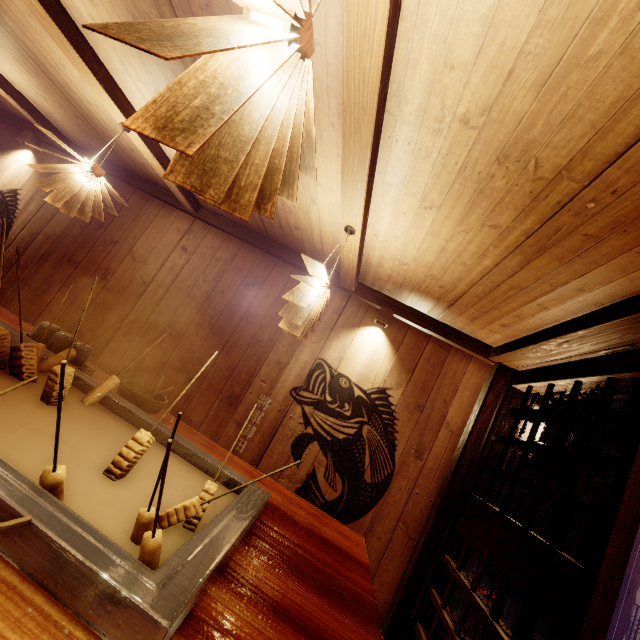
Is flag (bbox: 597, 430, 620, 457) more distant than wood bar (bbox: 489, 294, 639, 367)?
Yes

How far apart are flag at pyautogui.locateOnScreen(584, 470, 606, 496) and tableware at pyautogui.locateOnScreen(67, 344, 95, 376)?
5.7 meters

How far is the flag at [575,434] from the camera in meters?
4.2

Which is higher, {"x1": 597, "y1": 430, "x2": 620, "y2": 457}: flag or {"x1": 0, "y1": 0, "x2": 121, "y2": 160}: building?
Answer: {"x1": 0, "y1": 0, "x2": 121, "y2": 160}: building

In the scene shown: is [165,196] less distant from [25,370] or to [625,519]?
[25,370]

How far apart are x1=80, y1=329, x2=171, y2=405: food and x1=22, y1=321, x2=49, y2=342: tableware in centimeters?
56cm

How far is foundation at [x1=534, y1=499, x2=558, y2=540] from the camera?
→ 14.2m

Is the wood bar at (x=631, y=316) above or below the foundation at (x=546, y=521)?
above
